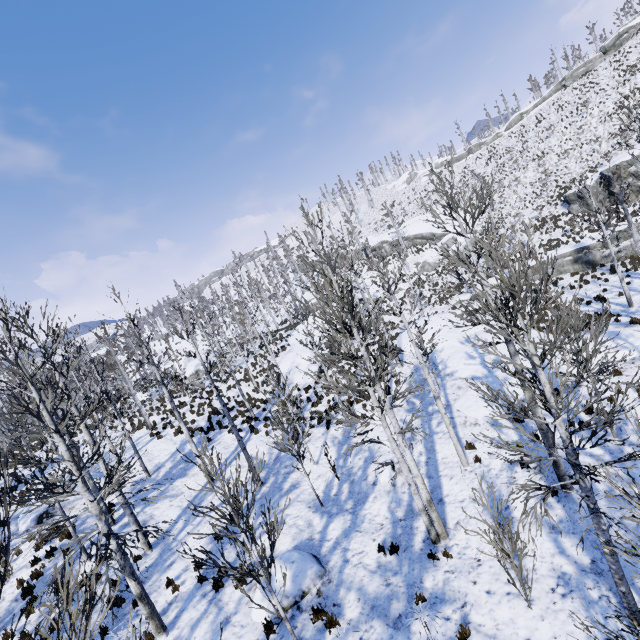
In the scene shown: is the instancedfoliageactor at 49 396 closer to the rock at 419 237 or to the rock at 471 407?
the rock at 471 407

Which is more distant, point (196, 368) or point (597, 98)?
point (597, 98)

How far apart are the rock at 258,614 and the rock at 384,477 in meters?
3.4

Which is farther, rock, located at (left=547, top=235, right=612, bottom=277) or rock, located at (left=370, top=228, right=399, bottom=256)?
rock, located at (left=370, top=228, right=399, bottom=256)

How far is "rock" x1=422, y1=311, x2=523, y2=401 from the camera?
14.7m

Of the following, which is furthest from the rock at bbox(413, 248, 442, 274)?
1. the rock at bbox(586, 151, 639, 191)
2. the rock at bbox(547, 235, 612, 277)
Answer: the rock at bbox(586, 151, 639, 191)

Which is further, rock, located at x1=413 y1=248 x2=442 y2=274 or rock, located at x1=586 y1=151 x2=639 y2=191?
rock, located at x1=413 y1=248 x2=442 y2=274

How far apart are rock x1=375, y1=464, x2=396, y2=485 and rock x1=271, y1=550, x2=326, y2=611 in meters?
3.4 m
